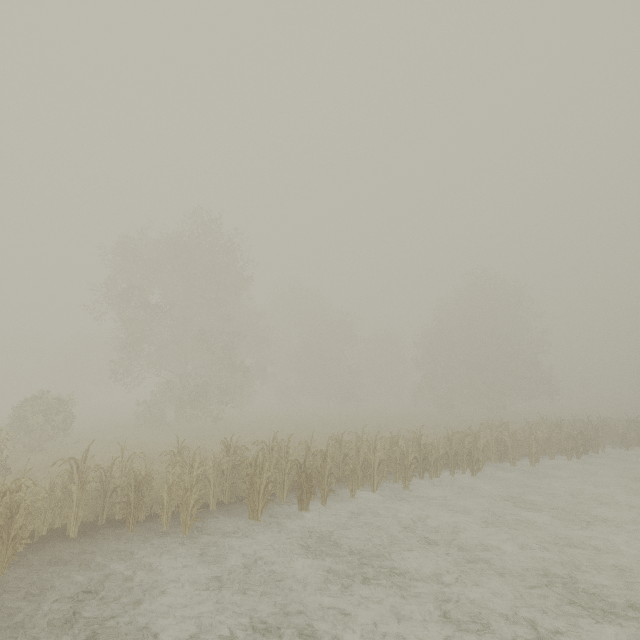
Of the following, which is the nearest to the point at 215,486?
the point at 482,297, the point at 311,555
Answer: the point at 311,555
